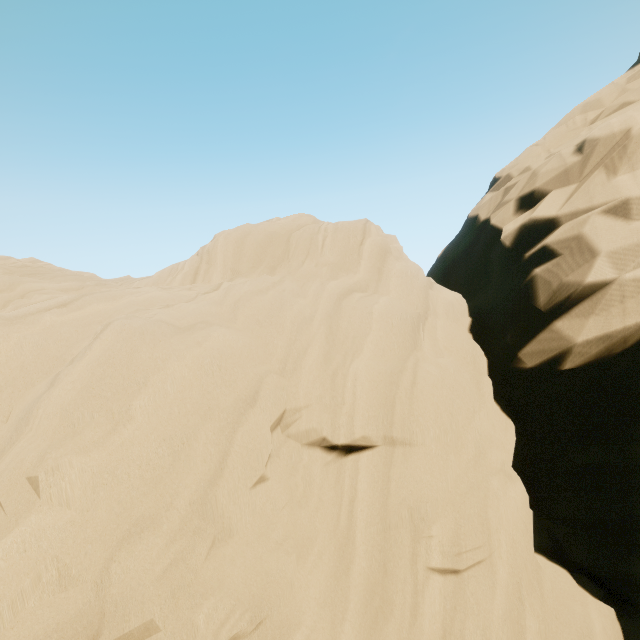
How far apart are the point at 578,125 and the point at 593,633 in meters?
17.7
